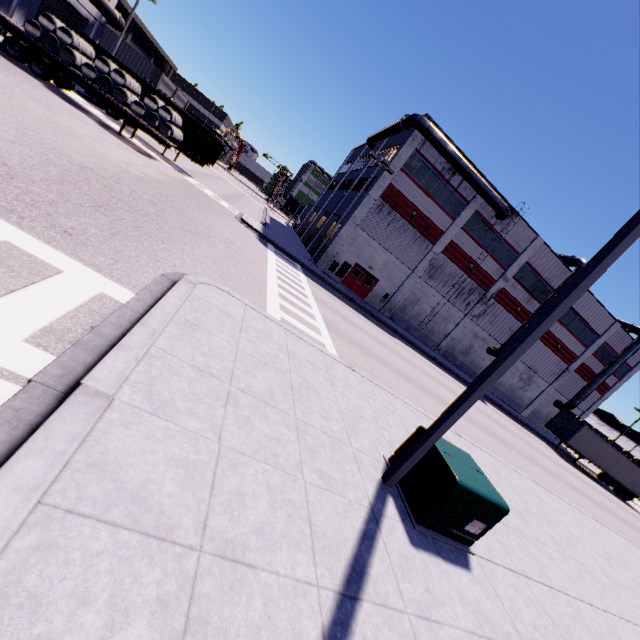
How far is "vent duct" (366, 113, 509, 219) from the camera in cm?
2497

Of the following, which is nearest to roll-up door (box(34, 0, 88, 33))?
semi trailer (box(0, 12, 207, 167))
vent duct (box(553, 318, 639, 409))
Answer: semi trailer (box(0, 12, 207, 167))

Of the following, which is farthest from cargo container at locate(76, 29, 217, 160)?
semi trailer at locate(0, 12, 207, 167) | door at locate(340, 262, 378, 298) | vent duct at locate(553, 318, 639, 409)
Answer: vent duct at locate(553, 318, 639, 409)

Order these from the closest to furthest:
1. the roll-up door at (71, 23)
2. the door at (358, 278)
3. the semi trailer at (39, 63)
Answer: the semi trailer at (39, 63) → the roll-up door at (71, 23) → the door at (358, 278)

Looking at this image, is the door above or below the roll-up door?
below

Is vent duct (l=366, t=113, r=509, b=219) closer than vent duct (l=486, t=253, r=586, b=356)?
Yes

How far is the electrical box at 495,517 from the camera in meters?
5.0 m

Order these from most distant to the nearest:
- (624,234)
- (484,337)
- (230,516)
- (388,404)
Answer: (484,337)
(388,404)
(624,234)
(230,516)
